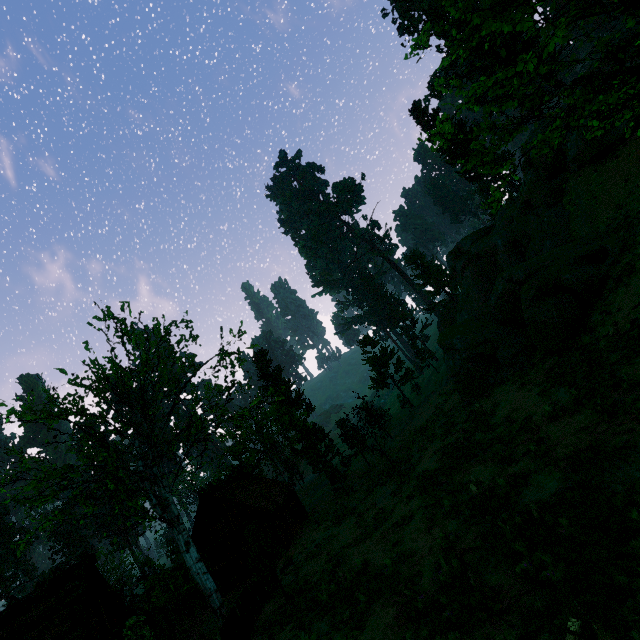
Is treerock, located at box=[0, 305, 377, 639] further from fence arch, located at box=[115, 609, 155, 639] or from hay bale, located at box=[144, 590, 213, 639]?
fence arch, located at box=[115, 609, 155, 639]

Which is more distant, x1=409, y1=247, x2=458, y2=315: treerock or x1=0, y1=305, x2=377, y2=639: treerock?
x1=409, y1=247, x2=458, y2=315: treerock

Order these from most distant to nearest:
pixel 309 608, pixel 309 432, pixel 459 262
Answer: pixel 309 432 < pixel 459 262 < pixel 309 608

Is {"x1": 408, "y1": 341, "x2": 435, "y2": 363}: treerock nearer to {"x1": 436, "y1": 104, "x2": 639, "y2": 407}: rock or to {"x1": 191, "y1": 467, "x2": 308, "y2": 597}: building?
{"x1": 191, "y1": 467, "x2": 308, "y2": 597}: building

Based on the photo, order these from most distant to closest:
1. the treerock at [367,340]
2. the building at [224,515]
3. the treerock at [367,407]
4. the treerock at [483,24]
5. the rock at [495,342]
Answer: the treerock at [367,340]
the treerock at [367,407]
the building at [224,515]
the rock at [495,342]
the treerock at [483,24]

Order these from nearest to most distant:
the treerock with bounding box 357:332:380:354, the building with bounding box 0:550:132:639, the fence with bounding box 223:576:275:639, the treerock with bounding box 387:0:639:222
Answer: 1. the treerock with bounding box 387:0:639:222
2. the fence with bounding box 223:576:275:639
3. the building with bounding box 0:550:132:639
4. the treerock with bounding box 357:332:380:354

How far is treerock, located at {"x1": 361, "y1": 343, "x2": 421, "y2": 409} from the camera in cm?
4091

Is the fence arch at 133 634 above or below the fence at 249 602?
above
